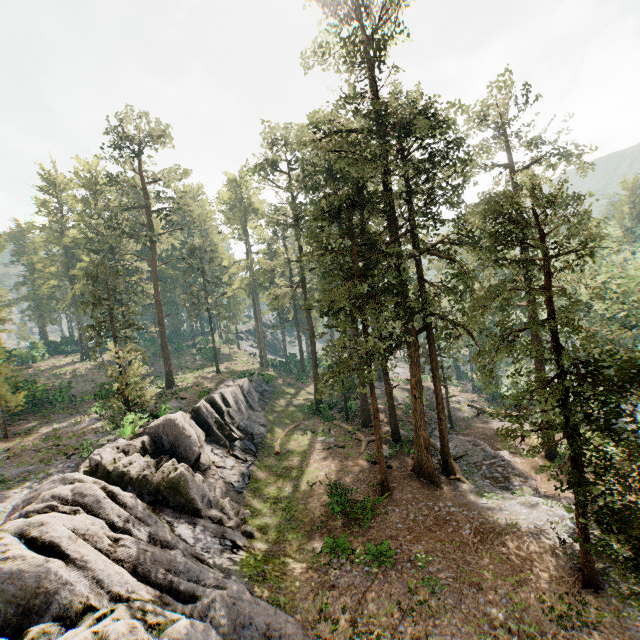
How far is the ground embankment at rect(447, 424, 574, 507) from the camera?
18.8 meters

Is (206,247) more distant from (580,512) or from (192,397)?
(580,512)

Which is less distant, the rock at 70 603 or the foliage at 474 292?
the rock at 70 603

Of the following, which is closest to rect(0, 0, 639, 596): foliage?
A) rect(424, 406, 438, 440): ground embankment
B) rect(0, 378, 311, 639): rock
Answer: rect(424, 406, 438, 440): ground embankment

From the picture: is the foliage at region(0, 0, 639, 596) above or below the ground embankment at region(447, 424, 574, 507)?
above

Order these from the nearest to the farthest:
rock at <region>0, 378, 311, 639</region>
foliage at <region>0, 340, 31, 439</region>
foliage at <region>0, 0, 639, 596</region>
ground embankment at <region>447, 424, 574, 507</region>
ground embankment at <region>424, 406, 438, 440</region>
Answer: rock at <region>0, 378, 311, 639</region> → foliage at <region>0, 0, 639, 596</region> → ground embankment at <region>447, 424, 574, 507</region> → foliage at <region>0, 340, 31, 439</region> → ground embankment at <region>424, 406, 438, 440</region>

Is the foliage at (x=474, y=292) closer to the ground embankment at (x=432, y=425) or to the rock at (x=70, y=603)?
the ground embankment at (x=432, y=425)
